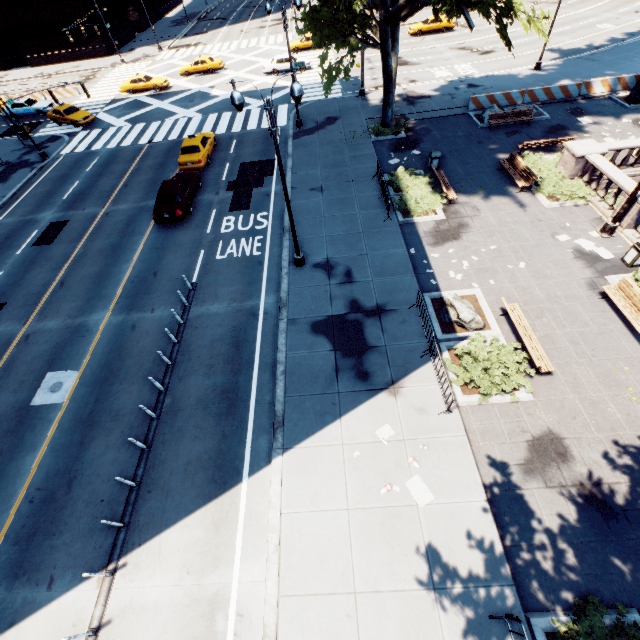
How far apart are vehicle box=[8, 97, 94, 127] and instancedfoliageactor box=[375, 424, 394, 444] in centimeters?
3841cm

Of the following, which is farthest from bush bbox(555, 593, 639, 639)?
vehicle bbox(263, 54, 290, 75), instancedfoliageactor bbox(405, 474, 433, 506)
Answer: vehicle bbox(263, 54, 290, 75)

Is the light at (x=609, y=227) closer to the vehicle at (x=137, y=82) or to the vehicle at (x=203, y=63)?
the vehicle at (x=203, y=63)

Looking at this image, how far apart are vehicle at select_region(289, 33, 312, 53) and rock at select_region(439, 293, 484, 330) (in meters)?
42.21

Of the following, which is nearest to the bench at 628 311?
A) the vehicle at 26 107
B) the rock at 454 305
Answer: the rock at 454 305

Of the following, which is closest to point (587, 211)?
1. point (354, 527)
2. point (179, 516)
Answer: point (354, 527)

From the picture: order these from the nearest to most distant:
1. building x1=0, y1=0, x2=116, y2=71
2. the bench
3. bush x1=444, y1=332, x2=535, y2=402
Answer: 1. bush x1=444, y1=332, x2=535, y2=402
2. the bench
3. building x1=0, y1=0, x2=116, y2=71

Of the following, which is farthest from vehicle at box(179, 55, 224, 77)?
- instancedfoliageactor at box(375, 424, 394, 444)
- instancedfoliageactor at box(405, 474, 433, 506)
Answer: instancedfoliageactor at box(405, 474, 433, 506)
